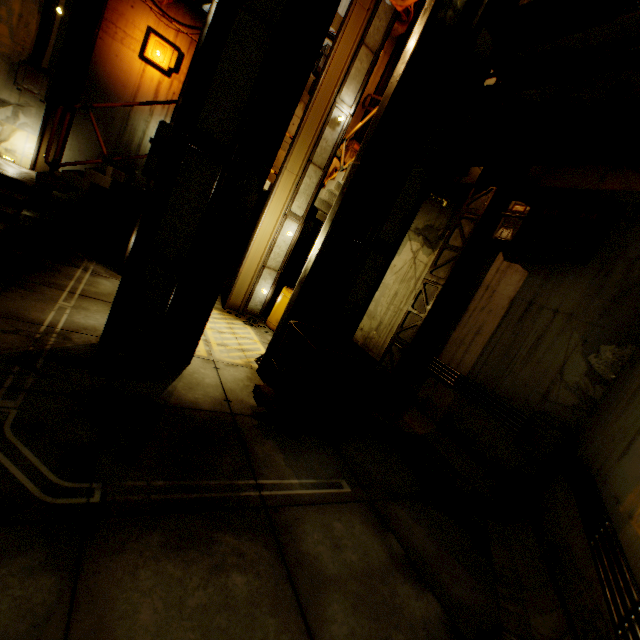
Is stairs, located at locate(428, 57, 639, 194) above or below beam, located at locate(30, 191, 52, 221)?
above

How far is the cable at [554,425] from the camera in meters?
4.6 m

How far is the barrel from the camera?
8.6m

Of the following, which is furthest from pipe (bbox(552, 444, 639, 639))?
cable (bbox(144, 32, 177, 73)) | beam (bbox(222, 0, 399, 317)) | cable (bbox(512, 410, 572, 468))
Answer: cable (bbox(144, 32, 177, 73))

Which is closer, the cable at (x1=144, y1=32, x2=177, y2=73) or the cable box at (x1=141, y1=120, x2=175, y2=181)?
the cable box at (x1=141, y1=120, x2=175, y2=181)

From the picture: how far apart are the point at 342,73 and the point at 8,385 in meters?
8.8

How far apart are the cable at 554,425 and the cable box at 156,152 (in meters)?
6.24

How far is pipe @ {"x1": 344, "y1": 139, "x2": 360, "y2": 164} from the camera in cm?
1096
